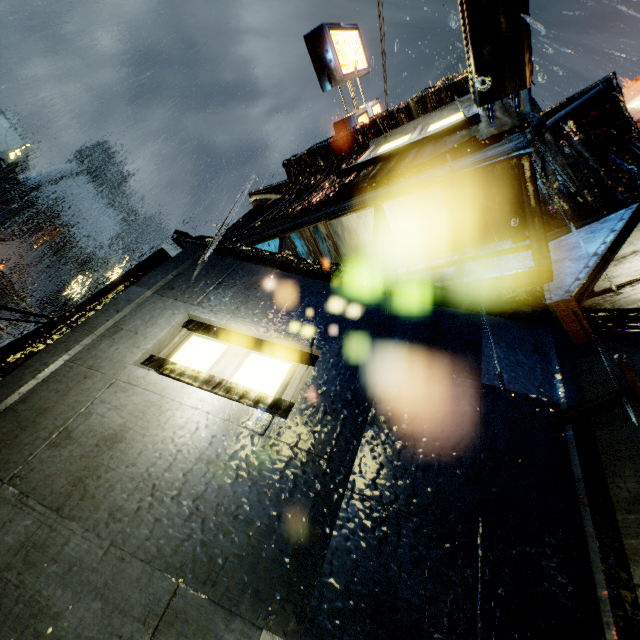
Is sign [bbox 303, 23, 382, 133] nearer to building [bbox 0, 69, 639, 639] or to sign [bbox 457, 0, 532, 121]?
building [bbox 0, 69, 639, 639]

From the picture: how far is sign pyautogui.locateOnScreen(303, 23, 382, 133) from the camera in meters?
8.6

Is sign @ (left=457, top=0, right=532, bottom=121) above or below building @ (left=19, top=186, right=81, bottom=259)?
below

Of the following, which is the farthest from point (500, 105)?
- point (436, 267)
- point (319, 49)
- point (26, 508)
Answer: point (26, 508)

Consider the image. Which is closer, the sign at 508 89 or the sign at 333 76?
the sign at 508 89

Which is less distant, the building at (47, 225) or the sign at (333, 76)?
the sign at (333, 76)

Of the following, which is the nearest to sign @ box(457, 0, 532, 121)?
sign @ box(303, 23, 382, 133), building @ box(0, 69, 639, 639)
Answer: building @ box(0, 69, 639, 639)

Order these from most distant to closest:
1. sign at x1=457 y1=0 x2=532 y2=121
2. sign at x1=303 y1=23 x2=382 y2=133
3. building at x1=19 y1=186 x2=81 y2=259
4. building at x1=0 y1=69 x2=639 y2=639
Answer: building at x1=19 y1=186 x2=81 y2=259
sign at x1=303 y1=23 x2=382 y2=133
sign at x1=457 y1=0 x2=532 y2=121
building at x1=0 y1=69 x2=639 y2=639
